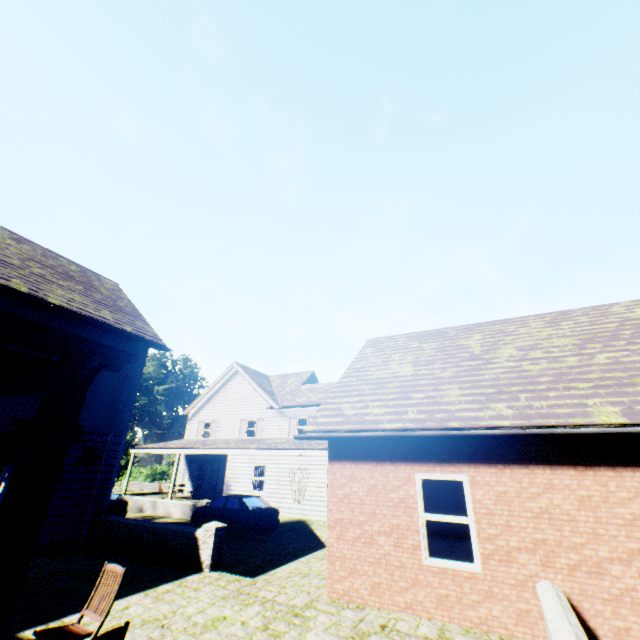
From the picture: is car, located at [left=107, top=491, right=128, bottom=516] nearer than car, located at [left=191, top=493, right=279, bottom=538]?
No

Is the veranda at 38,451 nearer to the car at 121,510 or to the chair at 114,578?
the chair at 114,578

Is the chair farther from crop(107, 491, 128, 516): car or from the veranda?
crop(107, 491, 128, 516): car

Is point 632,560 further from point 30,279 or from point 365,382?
point 30,279

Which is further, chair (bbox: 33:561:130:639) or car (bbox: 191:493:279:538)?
car (bbox: 191:493:279:538)

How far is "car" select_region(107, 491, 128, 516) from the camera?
15.6 meters

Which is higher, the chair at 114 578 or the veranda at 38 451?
Result: the veranda at 38 451
